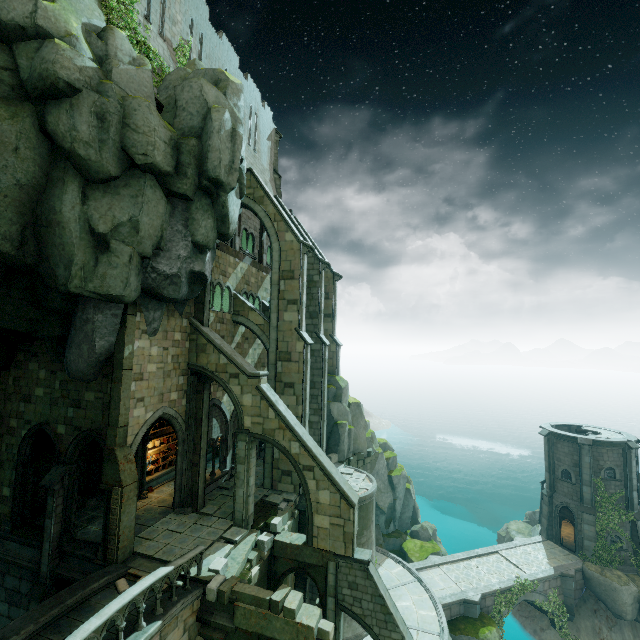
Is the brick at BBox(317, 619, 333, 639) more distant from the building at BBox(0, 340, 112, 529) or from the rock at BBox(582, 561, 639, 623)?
the rock at BBox(582, 561, 639, 623)

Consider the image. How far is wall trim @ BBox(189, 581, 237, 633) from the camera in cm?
1142

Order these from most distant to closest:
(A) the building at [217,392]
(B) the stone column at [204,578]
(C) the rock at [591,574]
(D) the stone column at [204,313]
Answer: (C) the rock at [591,574]
(A) the building at [217,392]
(D) the stone column at [204,313]
(B) the stone column at [204,578]

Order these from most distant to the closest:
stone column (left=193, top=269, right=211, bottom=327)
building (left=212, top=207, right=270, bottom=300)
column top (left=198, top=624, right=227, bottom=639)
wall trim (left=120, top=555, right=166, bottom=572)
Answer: building (left=212, top=207, right=270, bottom=300) → stone column (left=193, top=269, right=211, bottom=327) → wall trim (left=120, top=555, right=166, bottom=572) → column top (left=198, top=624, right=227, bottom=639)

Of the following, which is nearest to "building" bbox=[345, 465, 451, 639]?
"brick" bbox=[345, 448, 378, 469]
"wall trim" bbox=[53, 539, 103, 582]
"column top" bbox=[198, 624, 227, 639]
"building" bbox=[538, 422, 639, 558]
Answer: "brick" bbox=[345, 448, 378, 469]

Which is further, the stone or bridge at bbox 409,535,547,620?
bridge at bbox 409,535,547,620

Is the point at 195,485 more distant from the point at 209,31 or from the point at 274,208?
the point at 209,31

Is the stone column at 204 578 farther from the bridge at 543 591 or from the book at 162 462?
the bridge at 543 591
